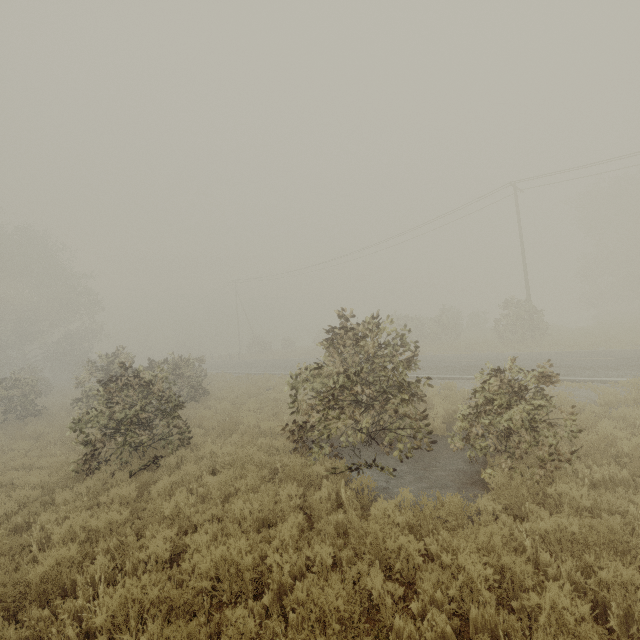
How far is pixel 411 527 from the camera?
5.2 meters

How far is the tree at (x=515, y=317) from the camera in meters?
20.0 m

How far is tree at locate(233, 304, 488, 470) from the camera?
7.1 meters

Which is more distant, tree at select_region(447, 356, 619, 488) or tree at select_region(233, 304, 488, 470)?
tree at select_region(233, 304, 488, 470)

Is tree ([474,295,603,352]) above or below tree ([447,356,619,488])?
above

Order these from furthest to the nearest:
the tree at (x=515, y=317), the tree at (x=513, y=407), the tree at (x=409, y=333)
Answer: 1. the tree at (x=515, y=317)
2. the tree at (x=409, y=333)
3. the tree at (x=513, y=407)

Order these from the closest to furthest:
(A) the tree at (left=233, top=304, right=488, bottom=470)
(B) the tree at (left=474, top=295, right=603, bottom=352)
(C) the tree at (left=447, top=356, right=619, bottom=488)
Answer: (C) the tree at (left=447, top=356, right=619, bottom=488) → (A) the tree at (left=233, top=304, right=488, bottom=470) → (B) the tree at (left=474, top=295, right=603, bottom=352)
